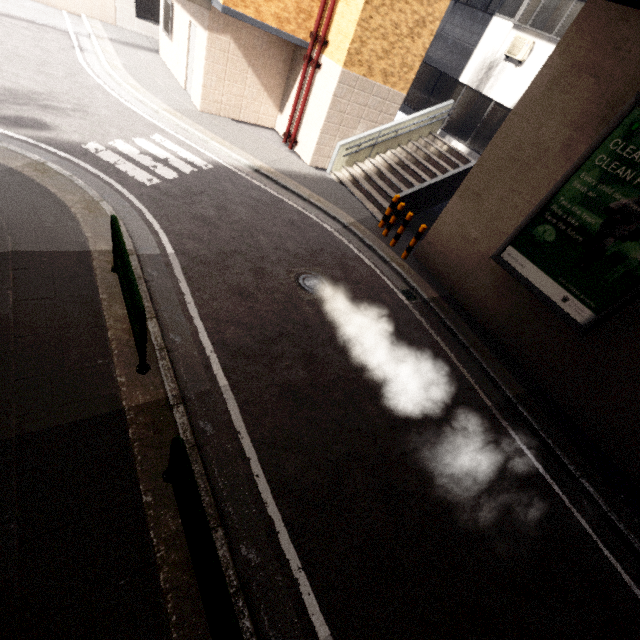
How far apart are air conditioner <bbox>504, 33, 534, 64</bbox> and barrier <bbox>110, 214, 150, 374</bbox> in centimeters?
1388cm

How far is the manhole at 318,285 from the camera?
6.75m

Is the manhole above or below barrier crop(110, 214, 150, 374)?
below

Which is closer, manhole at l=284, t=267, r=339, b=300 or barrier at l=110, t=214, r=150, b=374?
barrier at l=110, t=214, r=150, b=374

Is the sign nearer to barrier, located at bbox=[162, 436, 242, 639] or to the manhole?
the manhole

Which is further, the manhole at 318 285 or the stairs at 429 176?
the stairs at 429 176

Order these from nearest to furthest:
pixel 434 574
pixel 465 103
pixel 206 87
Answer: pixel 434 574 → pixel 206 87 → pixel 465 103

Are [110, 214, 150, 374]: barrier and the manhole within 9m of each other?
yes
